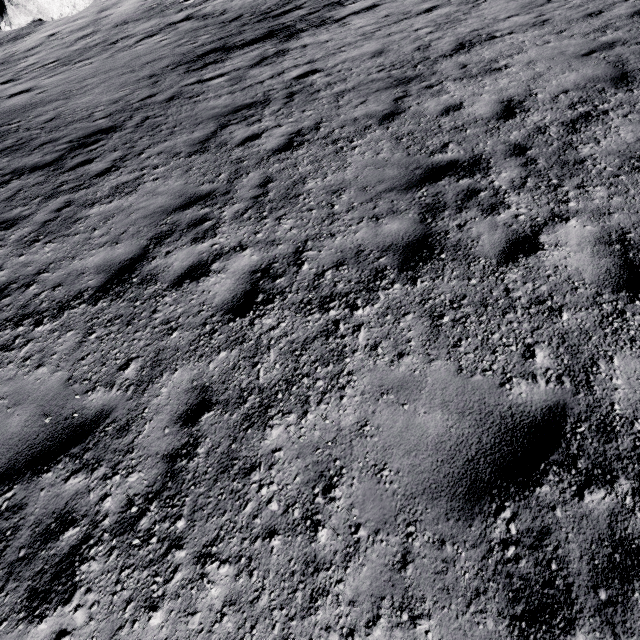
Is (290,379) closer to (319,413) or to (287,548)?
(319,413)
